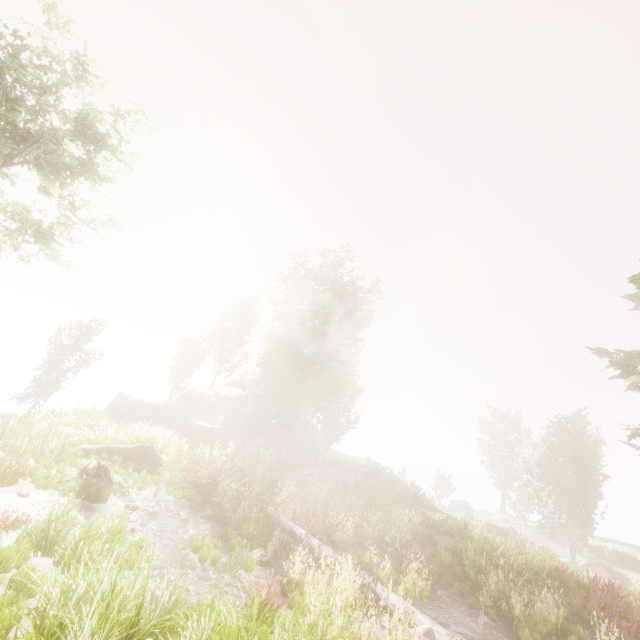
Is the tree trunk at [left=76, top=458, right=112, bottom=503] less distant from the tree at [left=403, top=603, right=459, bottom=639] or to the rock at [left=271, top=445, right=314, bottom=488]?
the tree at [left=403, top=603, right=459, bottom=639]

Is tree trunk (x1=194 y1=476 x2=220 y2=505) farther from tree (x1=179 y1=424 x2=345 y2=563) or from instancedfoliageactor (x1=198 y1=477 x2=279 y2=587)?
instancedfoliageactor (x1=198 y1=477 x2=279 y2=587)

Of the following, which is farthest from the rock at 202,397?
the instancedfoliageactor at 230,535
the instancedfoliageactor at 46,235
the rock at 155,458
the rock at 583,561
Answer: the rock at 583,561

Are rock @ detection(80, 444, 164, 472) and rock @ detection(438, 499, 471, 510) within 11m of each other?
no

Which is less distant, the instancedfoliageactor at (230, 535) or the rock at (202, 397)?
the instancedfoliageactor at (230, 535)

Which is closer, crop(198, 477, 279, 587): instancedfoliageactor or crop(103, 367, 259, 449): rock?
crop(198, 477, 279, 587): instancedfoliageactor

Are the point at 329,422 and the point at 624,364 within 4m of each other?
no

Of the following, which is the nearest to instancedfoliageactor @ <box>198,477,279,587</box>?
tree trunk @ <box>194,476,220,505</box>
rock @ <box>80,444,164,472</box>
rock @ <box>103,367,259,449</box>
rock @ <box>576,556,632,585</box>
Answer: tree trunk @ <box>194,476,220,505</box>
